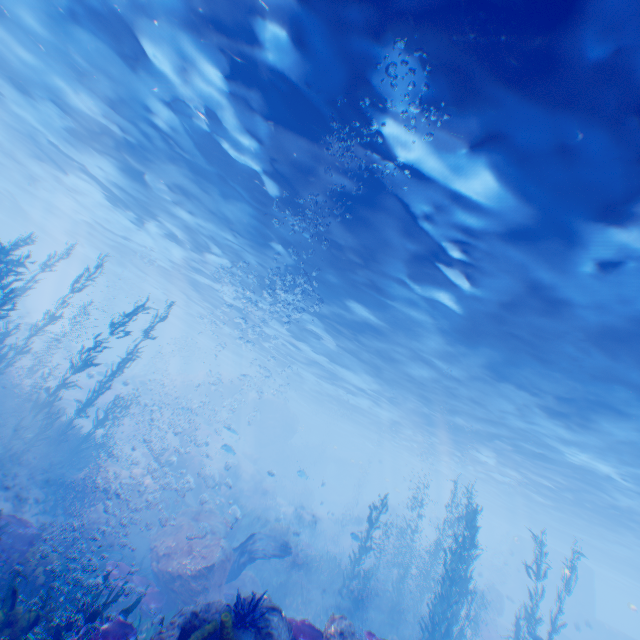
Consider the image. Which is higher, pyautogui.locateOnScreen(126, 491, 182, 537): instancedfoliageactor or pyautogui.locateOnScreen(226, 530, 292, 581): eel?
pyautogui.locateOnScreen(226, 530, 292, 581): eel

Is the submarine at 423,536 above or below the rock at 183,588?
above

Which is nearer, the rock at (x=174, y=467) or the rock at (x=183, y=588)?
the rock at (x=183, y=588)

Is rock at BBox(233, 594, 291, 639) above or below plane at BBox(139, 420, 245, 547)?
above

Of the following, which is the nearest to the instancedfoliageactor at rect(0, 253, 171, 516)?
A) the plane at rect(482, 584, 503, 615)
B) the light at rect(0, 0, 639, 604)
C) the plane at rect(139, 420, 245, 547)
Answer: the plane at rect(139, 420, 245, 547)

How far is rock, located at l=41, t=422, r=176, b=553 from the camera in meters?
9.9

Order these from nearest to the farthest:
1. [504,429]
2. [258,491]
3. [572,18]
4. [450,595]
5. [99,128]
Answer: [572,18] < [450,595] < [99,128] < [504,429] < [258,491]

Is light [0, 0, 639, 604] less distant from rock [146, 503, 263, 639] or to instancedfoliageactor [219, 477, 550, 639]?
rock [146, 503, 263, 639]
